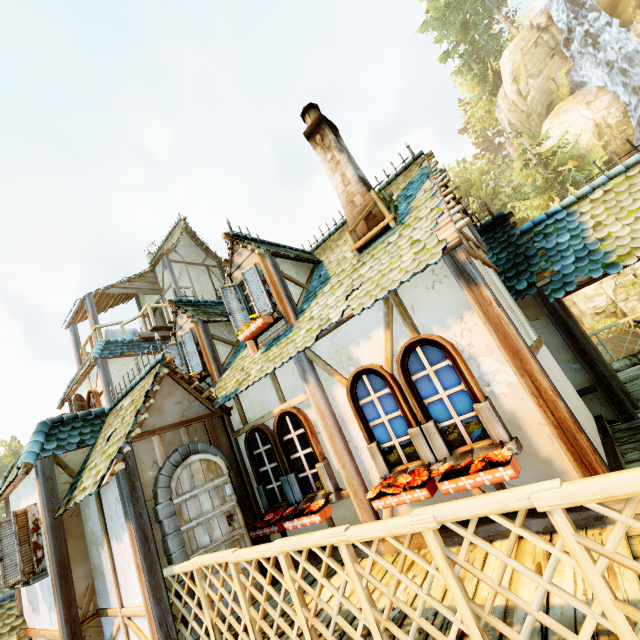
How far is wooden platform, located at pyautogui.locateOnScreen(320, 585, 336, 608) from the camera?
3.7m

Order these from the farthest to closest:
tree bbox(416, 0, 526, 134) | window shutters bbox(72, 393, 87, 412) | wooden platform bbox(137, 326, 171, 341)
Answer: tree bbox(416, 0, 526, 134) < wooden platform bbox(137, 326, 171, 341) < window shutters bbox(72, 393, 87, 412)

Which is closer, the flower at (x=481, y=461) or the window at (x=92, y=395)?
the flower at (x=481, y=461)

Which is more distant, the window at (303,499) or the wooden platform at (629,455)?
the window at (303,499)

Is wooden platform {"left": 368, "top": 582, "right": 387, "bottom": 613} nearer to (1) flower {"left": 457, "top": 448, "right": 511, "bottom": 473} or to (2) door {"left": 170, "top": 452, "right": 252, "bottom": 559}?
(2) door {"left": 170, "top": 452, "right": 252, "bottom": 559}

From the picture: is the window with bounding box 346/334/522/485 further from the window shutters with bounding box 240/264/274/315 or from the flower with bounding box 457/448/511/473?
the window shutters with bounding box 240/264/274/315

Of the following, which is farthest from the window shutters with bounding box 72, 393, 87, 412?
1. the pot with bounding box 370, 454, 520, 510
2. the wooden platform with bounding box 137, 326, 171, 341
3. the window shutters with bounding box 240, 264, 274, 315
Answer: the pot with bounding box 370, 454, 520, 510

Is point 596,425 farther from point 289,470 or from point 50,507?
point 50,507
